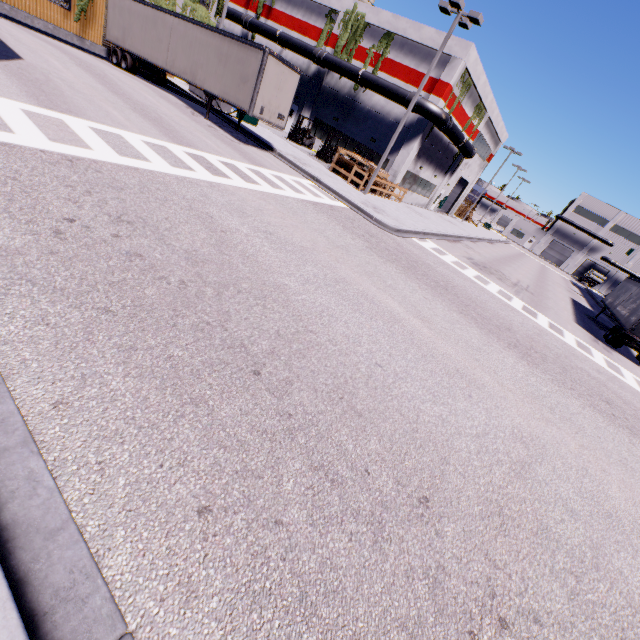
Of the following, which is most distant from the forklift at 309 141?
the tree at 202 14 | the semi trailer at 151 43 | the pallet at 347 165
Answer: the tree at 202 14

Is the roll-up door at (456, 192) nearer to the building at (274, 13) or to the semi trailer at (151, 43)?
the building at (274, 13)

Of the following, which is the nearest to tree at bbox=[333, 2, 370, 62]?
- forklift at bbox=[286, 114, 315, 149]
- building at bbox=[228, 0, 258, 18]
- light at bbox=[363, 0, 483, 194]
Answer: forklift at bbox=[286, 114, 315, 149]

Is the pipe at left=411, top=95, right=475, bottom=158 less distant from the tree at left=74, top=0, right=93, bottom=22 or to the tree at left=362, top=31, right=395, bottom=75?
the tree at left=362, top=31, right=395, bottom=75

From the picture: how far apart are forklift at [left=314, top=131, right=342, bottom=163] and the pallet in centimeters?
334cm

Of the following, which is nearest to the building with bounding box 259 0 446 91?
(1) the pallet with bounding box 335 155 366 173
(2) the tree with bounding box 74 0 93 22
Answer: (2) the tree with bounding box 74 0 93 22

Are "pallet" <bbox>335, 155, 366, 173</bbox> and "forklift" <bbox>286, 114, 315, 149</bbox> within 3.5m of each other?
no

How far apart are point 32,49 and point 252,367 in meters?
17.5 m
